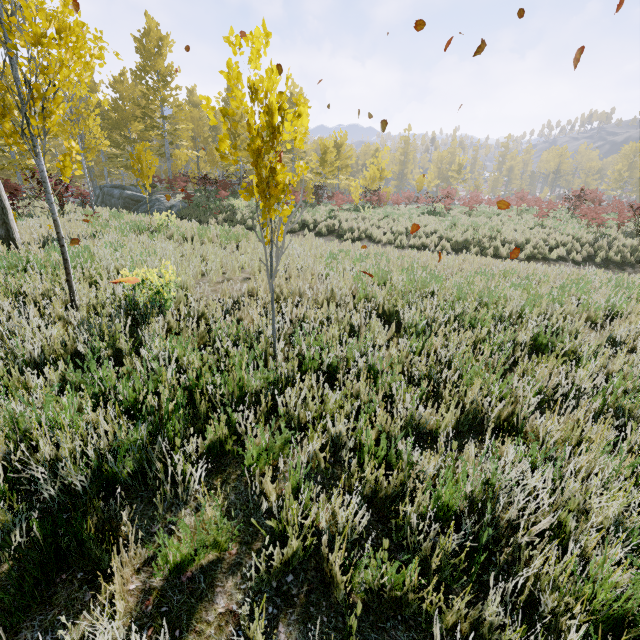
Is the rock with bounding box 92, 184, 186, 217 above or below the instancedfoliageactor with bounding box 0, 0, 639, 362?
below

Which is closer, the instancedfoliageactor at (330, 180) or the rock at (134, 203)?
the instancedfoliageactor at (330, 180)

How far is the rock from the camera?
18.14m

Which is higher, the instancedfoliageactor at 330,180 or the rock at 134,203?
the instancedfoliageactor at 330,180

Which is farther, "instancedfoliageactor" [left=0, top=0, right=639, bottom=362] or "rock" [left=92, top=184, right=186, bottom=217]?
"rock" [left=92, top=184, right=186, bottom=217]

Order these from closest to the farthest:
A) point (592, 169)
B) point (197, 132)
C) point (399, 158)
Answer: point (197, 132), point (399, 158), point (592, 169)
